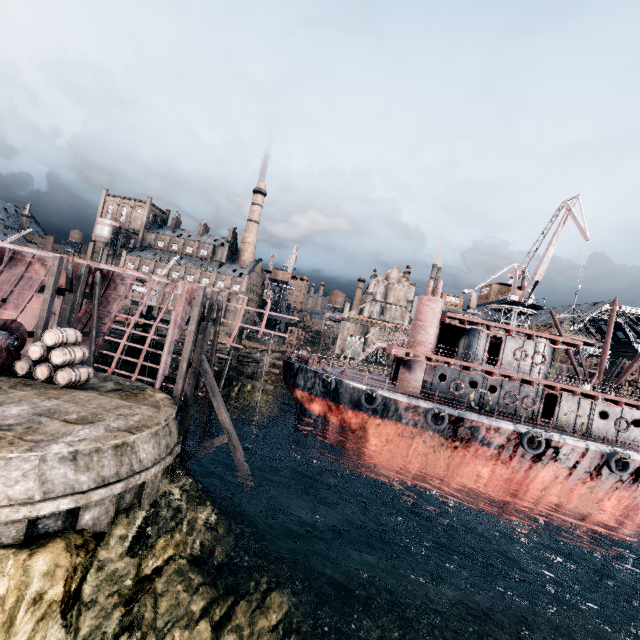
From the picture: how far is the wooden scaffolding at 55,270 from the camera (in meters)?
19.25

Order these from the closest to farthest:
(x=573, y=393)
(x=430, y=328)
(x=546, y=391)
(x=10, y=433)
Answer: (x=10, y=433)
(x=573, y=393)
(x=546, y=391)
(x=430, y=328)

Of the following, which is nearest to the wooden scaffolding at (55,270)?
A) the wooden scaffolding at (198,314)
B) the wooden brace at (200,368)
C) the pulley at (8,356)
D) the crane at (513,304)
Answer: the pulley at (8,356)

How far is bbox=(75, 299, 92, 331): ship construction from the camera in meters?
27.2

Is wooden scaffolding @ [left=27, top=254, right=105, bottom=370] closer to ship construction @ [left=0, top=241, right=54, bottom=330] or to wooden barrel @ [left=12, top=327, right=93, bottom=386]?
ship construction @ [left=0, top=241, right=54, bottom=330]

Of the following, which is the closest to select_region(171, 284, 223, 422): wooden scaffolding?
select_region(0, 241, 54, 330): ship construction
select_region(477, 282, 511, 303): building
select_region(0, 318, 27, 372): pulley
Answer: select_region(0, 241, 54, 330): ship construction

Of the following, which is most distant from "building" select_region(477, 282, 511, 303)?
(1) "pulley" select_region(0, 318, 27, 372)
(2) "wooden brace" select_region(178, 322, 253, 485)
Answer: (1) "pulley" select_region(0, 318, 27, 372)

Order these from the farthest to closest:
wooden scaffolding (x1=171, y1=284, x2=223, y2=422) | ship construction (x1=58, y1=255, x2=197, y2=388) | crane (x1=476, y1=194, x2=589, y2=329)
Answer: crane (x1=476, y1=194, x2=589, y2=329)
ship construction (x1=58, y1=255, x2=197, y2=388)
wooden scaffolding (x1=171, y1=284, x2=223, y2=422)
